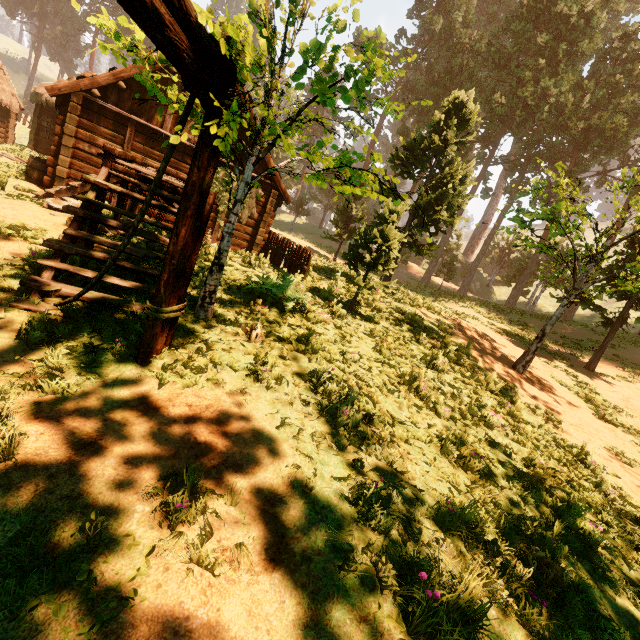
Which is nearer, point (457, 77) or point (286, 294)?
point (286, 294)

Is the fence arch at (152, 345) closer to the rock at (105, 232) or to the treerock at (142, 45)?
the treerock at (142, 45)

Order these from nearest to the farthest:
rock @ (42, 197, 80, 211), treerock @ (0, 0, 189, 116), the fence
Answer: treerock @ (0, 0, 189, 116)
rock @ (42, 197, 80, 211)
the fence

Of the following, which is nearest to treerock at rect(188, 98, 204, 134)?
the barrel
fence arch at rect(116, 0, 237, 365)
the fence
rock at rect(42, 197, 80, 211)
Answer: fence arch at rect(116, 0, 237, 365)

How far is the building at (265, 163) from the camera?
14.30m

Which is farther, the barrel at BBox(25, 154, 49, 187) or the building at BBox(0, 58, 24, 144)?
the building at BBox(0, 58, 24, 144)

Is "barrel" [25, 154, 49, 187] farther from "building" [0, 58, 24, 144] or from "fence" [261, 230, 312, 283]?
"fence" [261, 230, 312, 283]

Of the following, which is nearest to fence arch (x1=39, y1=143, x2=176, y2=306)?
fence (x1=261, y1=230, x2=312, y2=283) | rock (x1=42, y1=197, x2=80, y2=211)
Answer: rock (x1=42, y1=197, x2=80, y2=211)
